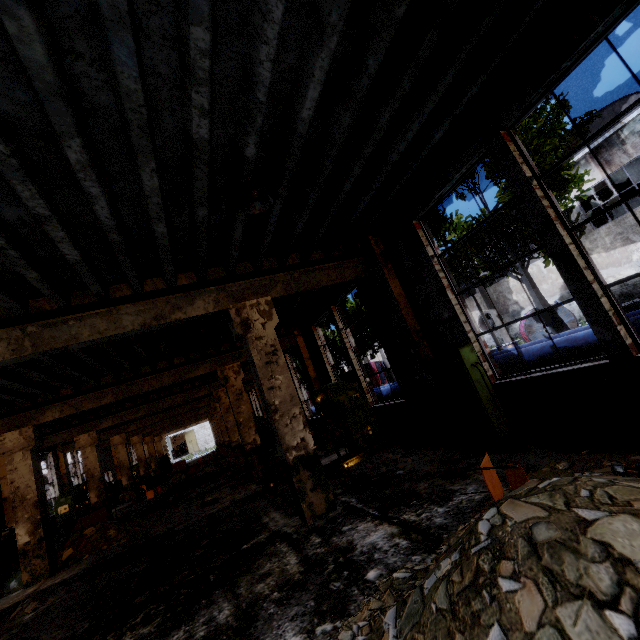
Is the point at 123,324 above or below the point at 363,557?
above

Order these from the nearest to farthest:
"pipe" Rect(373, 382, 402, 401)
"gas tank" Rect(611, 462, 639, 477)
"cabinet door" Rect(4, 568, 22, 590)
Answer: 1. "gas tank" Rect(611, 462, 639, 477)
2. "cabinet door" Rect(4, 568, 22, 590)
3. "pipe" Rect(373, 382, 402, 401)

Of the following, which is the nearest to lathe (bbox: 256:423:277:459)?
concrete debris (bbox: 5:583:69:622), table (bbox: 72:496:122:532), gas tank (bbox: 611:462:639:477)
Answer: table (bbox: 72:496:122:532)

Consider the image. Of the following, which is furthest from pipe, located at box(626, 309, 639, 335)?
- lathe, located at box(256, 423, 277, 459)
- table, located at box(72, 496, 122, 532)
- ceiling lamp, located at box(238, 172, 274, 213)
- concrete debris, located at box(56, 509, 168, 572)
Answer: table, located at box(72, 496, 122, 532)

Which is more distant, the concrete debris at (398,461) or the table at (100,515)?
the table at (100,515)

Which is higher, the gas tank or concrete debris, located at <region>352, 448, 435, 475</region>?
the gas tank

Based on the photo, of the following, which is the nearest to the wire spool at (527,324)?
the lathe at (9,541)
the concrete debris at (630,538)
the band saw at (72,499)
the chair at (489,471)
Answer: the concrete debris at (630,538)

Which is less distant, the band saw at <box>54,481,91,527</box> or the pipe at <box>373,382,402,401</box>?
the pipe at <box>373,382,402,401</box>
